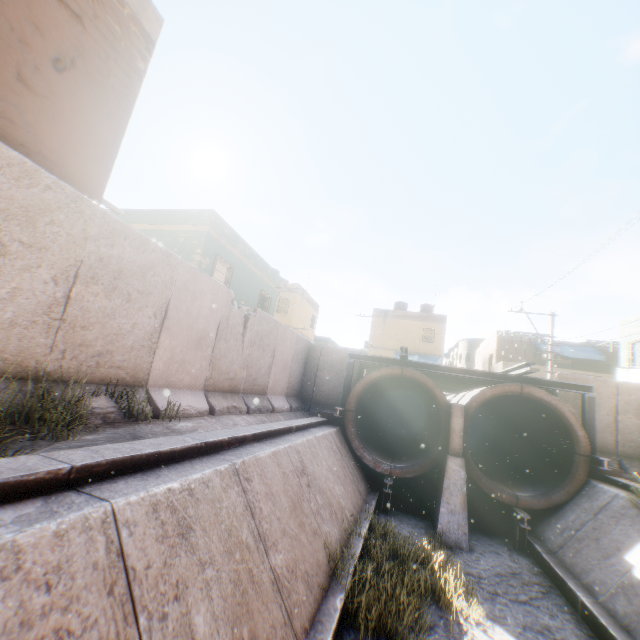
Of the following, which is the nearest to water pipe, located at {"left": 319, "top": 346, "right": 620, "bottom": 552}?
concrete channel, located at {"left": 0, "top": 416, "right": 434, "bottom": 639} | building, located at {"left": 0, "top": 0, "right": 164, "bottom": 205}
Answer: concrete channel, located at {"left": 0, "top": 416, "right": 434, "bottom": 639}

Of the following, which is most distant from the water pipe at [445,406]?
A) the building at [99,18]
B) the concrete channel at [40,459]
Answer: the building at [99,18]

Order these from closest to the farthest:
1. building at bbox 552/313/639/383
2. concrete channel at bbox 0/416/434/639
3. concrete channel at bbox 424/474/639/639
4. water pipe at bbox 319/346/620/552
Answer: concrete channel at bbox 0/416/434/639, concrete channel at bbox 424/474/639/639, water pipe at bbox 319/346/620/552, building at bbox 552/313/639/383

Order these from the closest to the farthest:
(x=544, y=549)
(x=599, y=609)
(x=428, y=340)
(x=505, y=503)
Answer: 1. (x=599, y=609)
2. (x=544, y=549)
3. (x=505, y=503)
4. (x=428, y=340)

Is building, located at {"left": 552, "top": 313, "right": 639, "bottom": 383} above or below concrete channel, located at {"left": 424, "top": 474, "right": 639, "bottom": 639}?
above

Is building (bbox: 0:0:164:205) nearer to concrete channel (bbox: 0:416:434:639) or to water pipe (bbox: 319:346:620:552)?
concrete channel (bbox: 0:416:434:639)

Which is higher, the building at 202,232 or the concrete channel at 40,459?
the building at 202,232
